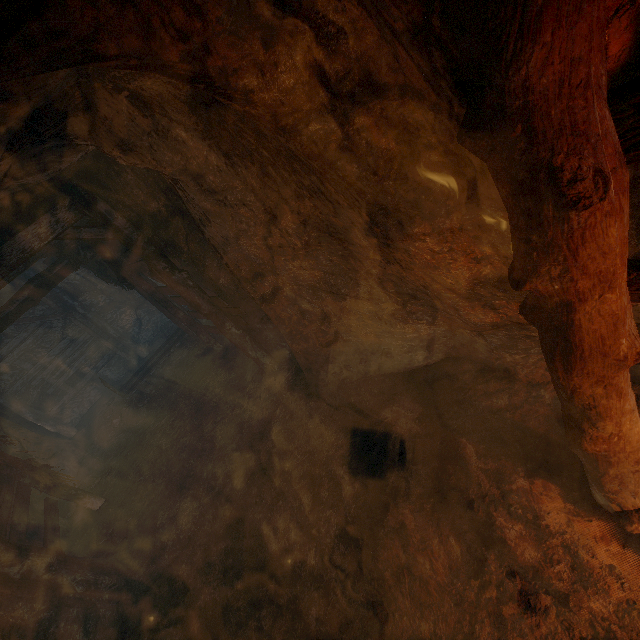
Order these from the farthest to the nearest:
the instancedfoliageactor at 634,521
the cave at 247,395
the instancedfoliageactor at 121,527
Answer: the instancedfoliageactor at 121,527, the cave at 247,395, the instancedfoliageactor at 634,521

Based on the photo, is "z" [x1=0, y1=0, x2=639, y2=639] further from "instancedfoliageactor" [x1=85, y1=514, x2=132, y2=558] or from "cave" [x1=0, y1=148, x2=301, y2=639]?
"instancedfoliageactor" [x1=85, y1=514, x2=132, y2=558]

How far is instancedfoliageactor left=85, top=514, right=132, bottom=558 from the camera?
5.7m

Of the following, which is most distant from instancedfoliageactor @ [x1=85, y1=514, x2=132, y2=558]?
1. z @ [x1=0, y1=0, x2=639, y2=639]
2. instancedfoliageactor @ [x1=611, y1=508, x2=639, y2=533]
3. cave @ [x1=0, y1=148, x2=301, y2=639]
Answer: instancedfoliageactor @ [x1=611, y1=508, x2=639, y2=533]

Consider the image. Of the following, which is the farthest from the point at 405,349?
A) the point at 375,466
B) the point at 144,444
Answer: the point at 144,444

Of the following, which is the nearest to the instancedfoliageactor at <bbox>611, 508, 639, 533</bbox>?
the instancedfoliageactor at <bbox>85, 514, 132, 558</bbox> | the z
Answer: the z

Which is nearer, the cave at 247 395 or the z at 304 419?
the z at 304 419

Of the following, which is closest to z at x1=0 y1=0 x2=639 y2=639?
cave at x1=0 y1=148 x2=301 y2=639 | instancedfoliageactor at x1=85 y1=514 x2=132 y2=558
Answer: cave at x1=0 y1=148 x2=301 y2=639
